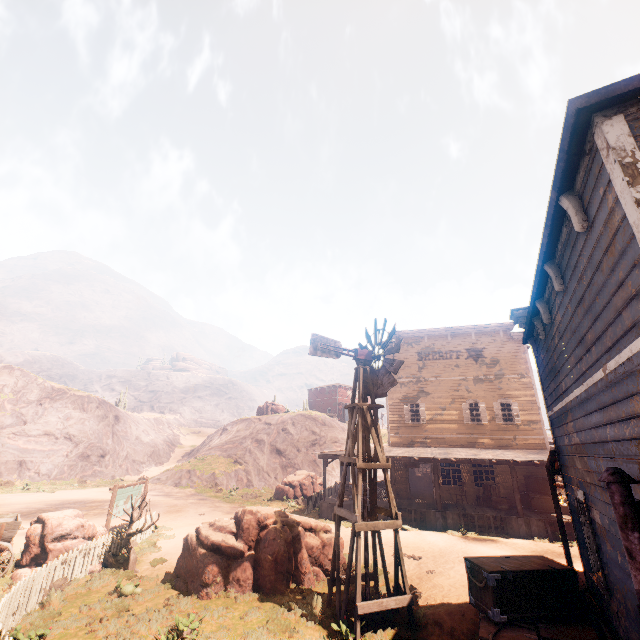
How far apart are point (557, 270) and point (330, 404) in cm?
5408

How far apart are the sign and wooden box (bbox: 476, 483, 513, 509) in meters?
18.8 m

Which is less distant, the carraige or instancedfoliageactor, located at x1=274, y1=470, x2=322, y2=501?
the carraige

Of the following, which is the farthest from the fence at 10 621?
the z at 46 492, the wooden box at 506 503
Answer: the wooden box at 506 503

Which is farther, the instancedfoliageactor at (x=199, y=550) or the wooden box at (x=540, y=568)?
the instancedfoliageactor at (x=199, y=550)

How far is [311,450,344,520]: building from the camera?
19.29m

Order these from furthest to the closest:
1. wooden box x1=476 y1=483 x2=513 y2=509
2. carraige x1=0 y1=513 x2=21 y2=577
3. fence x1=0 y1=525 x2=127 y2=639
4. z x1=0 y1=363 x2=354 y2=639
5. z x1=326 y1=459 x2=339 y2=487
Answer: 1. z x1=326 y1=459 x2=339 y2=487
2. wooden box x1=476 y1=483 x2=513 y2=509
3. carraige x1=0 y1=513 x2=21 y2=577
4. z x1=0 y1=363 x2=354 y2=639
5. fence x1=0 y1=525 x2=127 y2=639

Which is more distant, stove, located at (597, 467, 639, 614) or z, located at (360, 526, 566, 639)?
z, located at (360, 526, 566, 639)
